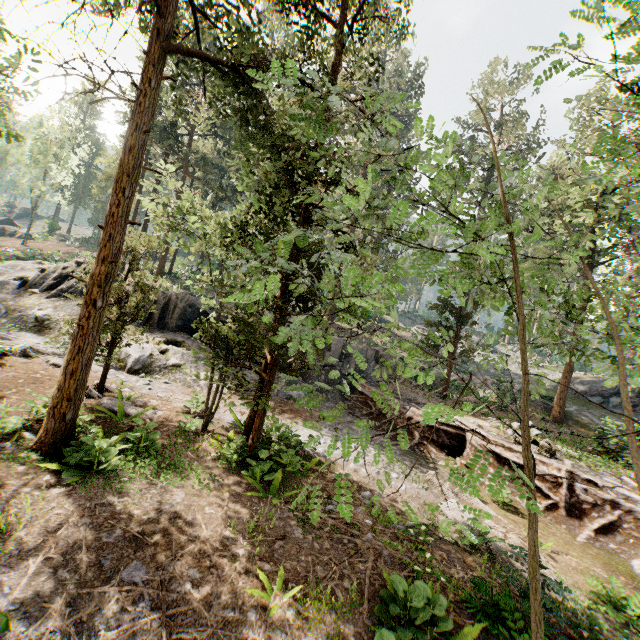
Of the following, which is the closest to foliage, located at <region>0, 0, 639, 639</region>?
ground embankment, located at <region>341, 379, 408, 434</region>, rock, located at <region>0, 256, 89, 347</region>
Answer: ground embankment, located at <region>341, 379, 408, 434</region>

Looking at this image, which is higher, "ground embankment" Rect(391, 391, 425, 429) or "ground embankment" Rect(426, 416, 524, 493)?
"ground embankment" Rect(391, 391, 425, 429)

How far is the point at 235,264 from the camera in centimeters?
300cm

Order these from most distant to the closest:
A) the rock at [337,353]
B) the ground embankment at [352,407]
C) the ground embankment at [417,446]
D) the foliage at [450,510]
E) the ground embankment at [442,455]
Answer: the rock at [337,353], the ground embankment at [352,407], the ground embankment at [417,446], the ground embankment at [442,455], the foliage at [450,510]

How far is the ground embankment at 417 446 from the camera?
15.51m

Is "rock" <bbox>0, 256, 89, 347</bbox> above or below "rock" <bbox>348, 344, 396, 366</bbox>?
below

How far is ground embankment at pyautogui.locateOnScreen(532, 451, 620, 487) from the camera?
12.1m

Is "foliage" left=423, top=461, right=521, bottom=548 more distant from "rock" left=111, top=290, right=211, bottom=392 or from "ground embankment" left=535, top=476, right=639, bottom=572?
"rock" left=111, top=290, right=211, bottom=392
